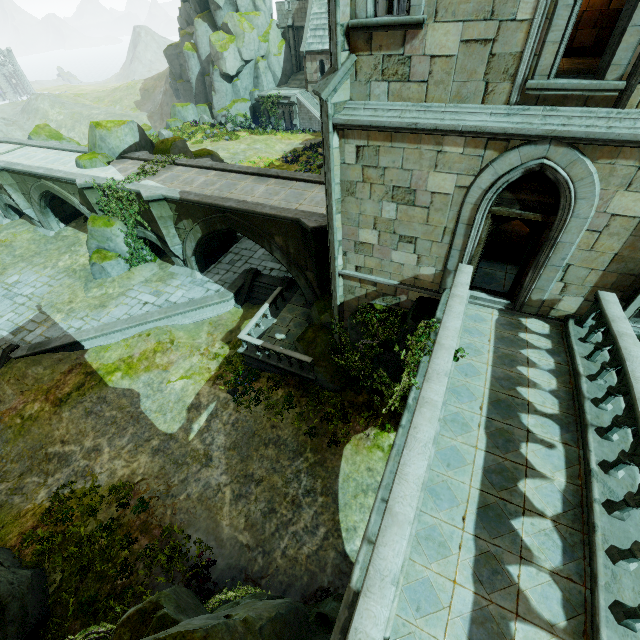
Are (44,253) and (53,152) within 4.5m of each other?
no

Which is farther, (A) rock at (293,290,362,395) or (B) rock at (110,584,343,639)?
(A) rock at (293,290,362,395)

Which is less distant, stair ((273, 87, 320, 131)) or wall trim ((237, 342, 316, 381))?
wall trim ((237, 342, 316, 381))

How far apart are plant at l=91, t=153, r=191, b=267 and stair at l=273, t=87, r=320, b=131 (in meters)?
29.24

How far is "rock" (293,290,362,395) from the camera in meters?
13.3 m

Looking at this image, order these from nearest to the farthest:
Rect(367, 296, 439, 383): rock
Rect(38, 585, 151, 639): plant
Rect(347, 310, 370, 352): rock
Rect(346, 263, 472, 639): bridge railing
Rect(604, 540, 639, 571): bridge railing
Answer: Rect(346, 263, 472, 639): bridge railing, Rect(604, 540, 639, 571): bridge railing, Rect(38, 585, 151, 639): plant, Rect(367, 296, 439, 383): rock, Rect(347, 310, 370, 352): rock

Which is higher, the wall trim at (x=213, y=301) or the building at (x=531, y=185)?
the building at (x=531, y=185)

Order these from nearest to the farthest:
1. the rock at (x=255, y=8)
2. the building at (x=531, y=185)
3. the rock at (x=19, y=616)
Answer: the building at (x=531, y=185) → the rock at (x=19, y=616) → the rock at (x=255, y=8)
